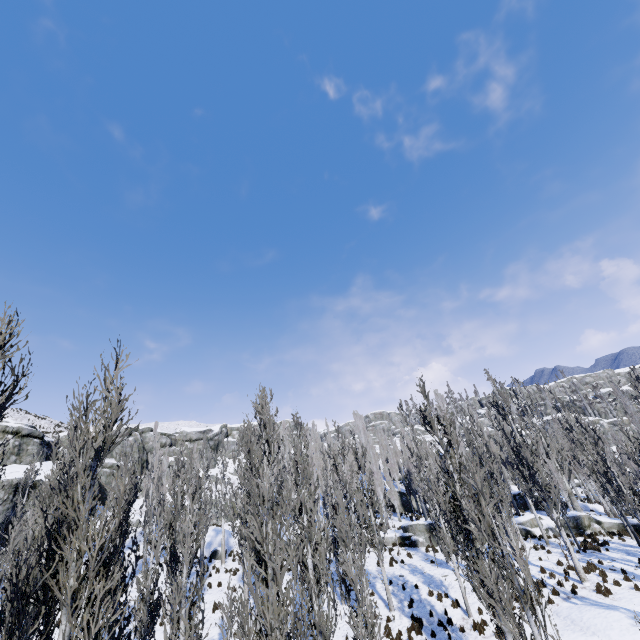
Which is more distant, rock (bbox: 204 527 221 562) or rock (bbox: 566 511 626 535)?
rock (bbox: 204 527 221 562)

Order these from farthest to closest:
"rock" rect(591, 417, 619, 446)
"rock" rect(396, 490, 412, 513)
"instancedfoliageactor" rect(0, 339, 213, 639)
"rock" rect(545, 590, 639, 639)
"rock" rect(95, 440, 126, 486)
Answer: "rock" rect(591, 417, 619, 446) → "rock" rect(396, 490, 412, 513) → "rock" rect(95, 440, 126, 486) → "rock" rect(545, 590, 639, 639) → "instancedfoliageactor" rect(0, 339, 213, 639)

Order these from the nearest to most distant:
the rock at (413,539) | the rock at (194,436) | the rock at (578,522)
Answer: Answer: the rock at (578,522) → the rock at (413,539) → the rock at (194,436)

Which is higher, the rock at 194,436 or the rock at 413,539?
the rock at 194,436

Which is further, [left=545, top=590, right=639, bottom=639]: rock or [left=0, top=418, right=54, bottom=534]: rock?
[left=0, top=418, right=54, bottom=534]: rock

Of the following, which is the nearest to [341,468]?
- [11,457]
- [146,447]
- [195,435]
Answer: [11,457]

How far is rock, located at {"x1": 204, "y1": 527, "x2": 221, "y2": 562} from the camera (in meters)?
28.08
